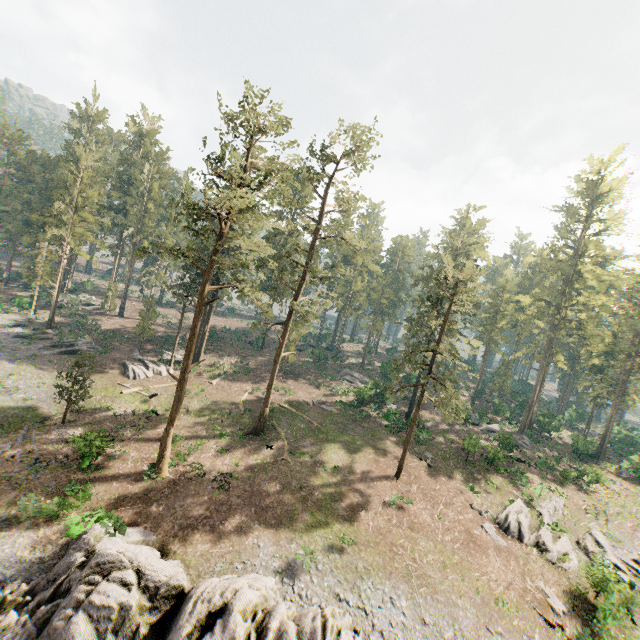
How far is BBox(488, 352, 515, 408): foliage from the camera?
53.23m

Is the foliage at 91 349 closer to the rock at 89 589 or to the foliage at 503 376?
the foliage at 503 376

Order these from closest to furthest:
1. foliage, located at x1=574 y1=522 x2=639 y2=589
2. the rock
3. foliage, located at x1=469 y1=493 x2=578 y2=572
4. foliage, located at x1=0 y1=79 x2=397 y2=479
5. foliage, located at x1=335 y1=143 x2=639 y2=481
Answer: the rock, foliage, located at x1=0 y1=79 x2=397 y2=479, foliage, located at x1=574 y1=522 x2=639 y2=589, foliage, located at x1=469 y1=493 x2=578 y2=572, foliage, located at x1=335 y1=143 x2=639 y2=481

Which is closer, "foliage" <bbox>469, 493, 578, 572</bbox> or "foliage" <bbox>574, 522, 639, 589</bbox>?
"foliage" <bbox>574, 522, 639, 589</bbox>

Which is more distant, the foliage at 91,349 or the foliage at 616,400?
the foliage at 616,400

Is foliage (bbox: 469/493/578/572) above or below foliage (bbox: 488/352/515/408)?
below

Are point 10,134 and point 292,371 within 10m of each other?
no
